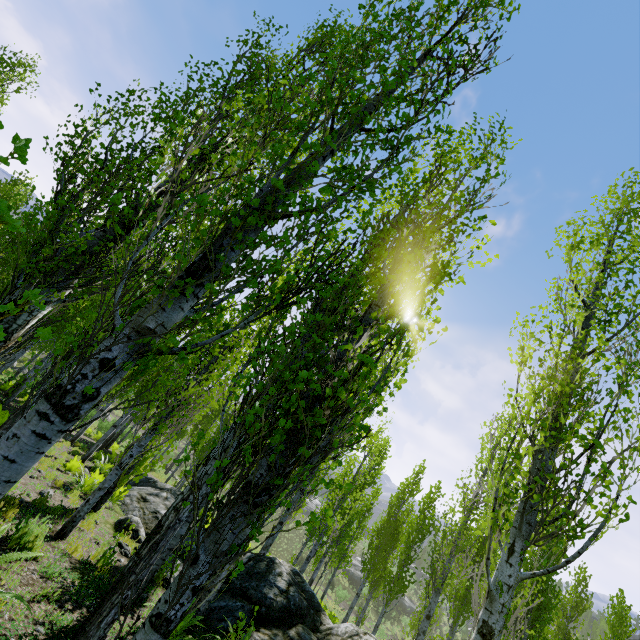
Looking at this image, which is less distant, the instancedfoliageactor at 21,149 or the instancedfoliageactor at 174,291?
the instancedfoliageactor at 21,149

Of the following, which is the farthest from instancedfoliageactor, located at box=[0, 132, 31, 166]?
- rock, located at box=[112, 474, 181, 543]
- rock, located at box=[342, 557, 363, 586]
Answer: rock, located at box=[342, 557, 363, 586]

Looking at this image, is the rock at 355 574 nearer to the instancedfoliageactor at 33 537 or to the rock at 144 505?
the instancedfoliageactor at 33 537

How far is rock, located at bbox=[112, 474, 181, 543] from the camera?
8.77m

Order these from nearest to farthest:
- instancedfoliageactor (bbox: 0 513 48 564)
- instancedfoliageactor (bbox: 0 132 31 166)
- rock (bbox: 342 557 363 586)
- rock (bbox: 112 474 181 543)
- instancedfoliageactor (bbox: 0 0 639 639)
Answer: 1. instancedfoliageactor (bbox: 0 132 31 166)
2. instancedfoliageactor (bbox: 0 0 639 639)
3. instancedfoliageactor (bbox: 0 513 48 564)
4. rock (bbox: 112 474 181 543)
5. rock (bbox: 342 557 363 586)

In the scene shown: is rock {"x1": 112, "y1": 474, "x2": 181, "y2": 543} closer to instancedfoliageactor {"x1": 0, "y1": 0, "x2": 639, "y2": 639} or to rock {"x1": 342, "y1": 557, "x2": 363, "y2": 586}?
instancedfoliageactor {"x1": 0, "y1": 0, "x2": 639, "y2": 639}

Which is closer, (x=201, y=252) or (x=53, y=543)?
(x=201, y=252)
